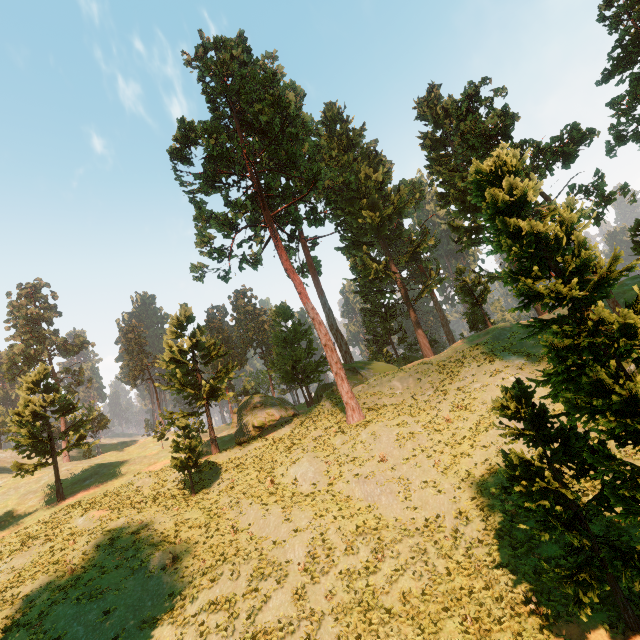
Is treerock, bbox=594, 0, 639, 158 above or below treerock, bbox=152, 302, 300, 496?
above

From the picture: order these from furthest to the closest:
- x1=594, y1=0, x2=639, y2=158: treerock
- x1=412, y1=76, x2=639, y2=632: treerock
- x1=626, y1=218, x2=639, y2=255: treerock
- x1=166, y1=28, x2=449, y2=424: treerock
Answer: x1=166, y1=28, x2=449, y2=424: treerock → x1=626, y1=218, x2=639, y2=255: treerock → x1=594, y1=0, x2=639, y2=158: treerock → x1=412, y1=76, x2=639, y2=632: treerock

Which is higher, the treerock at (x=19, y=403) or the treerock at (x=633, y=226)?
the treerock at (x=19, y=403)

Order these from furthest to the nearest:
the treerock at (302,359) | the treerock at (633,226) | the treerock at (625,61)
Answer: the treerock at (302,359) → the treerock at (633,226) → the treerock at (625,61)

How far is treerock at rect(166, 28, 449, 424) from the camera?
31.1 meters

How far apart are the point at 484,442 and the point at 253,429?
22.68m
